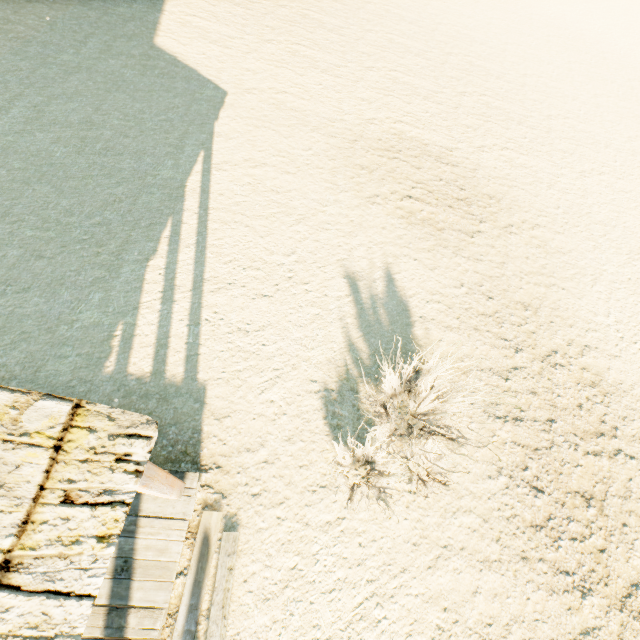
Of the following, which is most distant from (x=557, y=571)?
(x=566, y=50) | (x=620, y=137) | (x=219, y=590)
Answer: (x=566, y=50)
